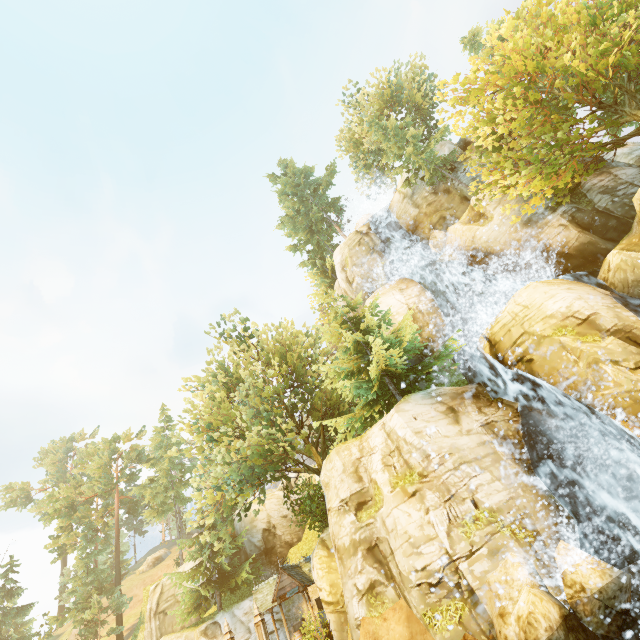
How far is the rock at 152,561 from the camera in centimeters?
5350cm

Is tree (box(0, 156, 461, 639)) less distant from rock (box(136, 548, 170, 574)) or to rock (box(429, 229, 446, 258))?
rock (box(429, 229, 446, 258))

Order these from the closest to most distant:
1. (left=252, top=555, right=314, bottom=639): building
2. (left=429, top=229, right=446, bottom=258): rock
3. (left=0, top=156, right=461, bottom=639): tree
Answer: (left=0, top=156, right=461, bottom=639): tree < (left=252, top=555, right=314, bottom=639): building < (left=429, top=229, right=446, bottom=258): rock

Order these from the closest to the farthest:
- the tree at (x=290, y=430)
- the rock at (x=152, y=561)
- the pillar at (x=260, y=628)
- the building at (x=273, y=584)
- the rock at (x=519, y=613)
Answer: Result: the rock at (x=519, y=613) < the pillar at (x=260, y=628) < the tree at (x=290, y=430) < the building at (x=273, y=584) < the rock at (x=152, y=561)

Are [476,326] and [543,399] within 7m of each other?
yes

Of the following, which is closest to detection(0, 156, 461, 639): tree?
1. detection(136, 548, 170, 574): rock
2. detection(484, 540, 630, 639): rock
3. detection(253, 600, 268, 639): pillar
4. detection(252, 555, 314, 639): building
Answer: detection(252, 555, 314, 639): building

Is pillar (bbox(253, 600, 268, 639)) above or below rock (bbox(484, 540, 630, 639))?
above

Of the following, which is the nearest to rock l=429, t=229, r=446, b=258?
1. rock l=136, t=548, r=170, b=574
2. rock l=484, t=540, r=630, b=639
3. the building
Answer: rock l=484, t=540, r=630, b=639
